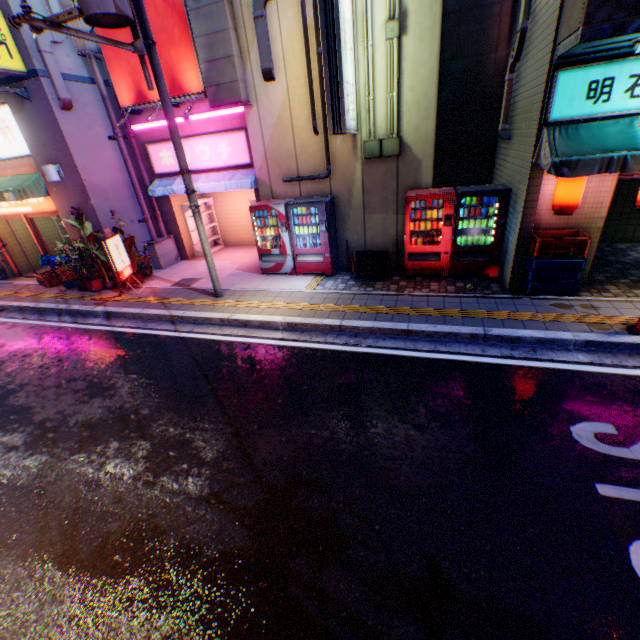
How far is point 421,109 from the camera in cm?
760

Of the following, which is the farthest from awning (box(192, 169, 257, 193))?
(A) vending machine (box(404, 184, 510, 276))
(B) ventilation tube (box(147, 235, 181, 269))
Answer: (A) vending machine (box(404, 184, 510, 276))

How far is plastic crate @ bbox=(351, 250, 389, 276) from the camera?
8.7 meters

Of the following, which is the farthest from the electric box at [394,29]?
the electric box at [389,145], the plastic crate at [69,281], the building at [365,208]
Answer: the plastic crate at [69,281]

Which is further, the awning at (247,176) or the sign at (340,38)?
the awning at (247,176)

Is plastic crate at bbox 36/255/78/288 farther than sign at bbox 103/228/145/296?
Yes

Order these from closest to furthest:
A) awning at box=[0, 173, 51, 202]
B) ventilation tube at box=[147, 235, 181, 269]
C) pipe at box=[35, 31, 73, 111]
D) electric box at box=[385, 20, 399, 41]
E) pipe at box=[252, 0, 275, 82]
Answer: electric box at box=[385, 20, 399, 41], pipe at box=[252, 0, 275, 82], pipe at box=[35, 31, 73, 111], awning at box=[0, 173, 51, 202], ventilation tube at box=[147, 235, 181, 269]

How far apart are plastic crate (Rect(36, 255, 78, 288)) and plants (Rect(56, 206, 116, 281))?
1.03m
